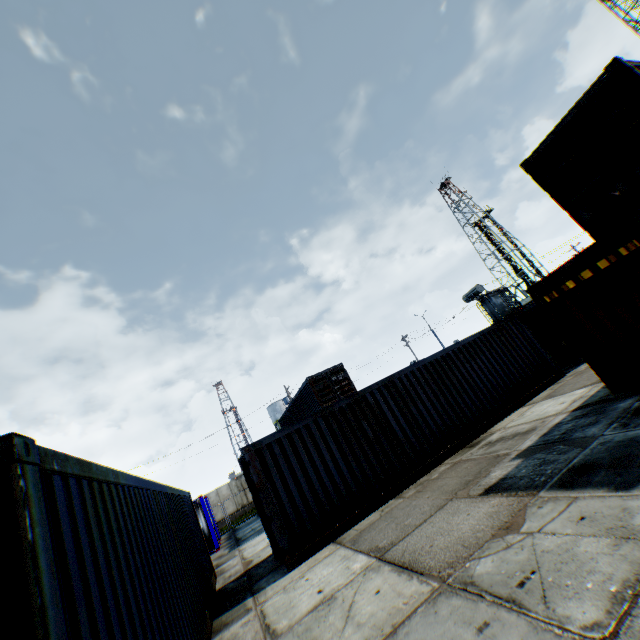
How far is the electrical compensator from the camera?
26.5m

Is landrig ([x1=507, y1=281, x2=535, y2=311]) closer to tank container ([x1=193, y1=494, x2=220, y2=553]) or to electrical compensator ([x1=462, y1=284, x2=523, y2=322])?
electrical compensator ([x1=462, y1=284, x2=523, y2=322])

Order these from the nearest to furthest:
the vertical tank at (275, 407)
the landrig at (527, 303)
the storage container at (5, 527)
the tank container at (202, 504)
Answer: the storage container at (5, 527), the tank container at (202, 504), the landrig at (527, 303), the vertical tank at (275, 407)

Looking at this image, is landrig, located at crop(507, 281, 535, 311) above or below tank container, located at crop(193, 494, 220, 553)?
above

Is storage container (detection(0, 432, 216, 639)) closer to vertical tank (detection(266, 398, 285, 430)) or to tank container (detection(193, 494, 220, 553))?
tank container (detection(193, 494, 220, 553))

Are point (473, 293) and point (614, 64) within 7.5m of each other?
no

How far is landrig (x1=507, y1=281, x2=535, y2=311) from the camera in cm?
5284

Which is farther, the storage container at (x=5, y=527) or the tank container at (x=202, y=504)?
the tank container at (x=202, y=504)
